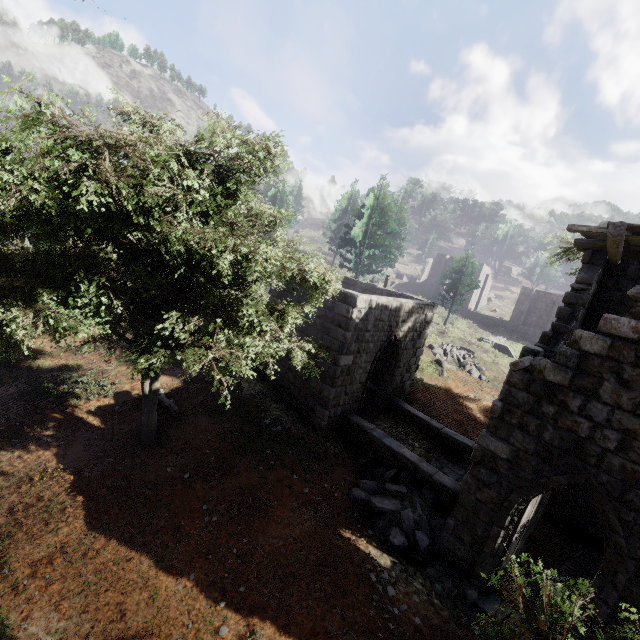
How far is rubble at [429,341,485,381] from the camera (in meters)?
21.81

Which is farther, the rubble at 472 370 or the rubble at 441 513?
the rubble at 472 370

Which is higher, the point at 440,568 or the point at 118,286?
the point at 118,286

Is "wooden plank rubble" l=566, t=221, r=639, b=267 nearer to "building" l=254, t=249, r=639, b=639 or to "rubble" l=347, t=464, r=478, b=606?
"building" l=254, t=249, r=639, b=639

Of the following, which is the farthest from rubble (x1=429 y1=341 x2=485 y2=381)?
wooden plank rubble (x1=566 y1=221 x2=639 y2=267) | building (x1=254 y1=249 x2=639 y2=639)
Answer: wooden plank rubble (x1=566 y1=221 x2=639 y2=267)

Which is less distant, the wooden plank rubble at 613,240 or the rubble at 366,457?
the wooden plank rubble at 613,240

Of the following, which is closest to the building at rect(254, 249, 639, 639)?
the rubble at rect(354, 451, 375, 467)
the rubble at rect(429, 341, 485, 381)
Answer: the rubble at rect(354, 451, 375, 467)
